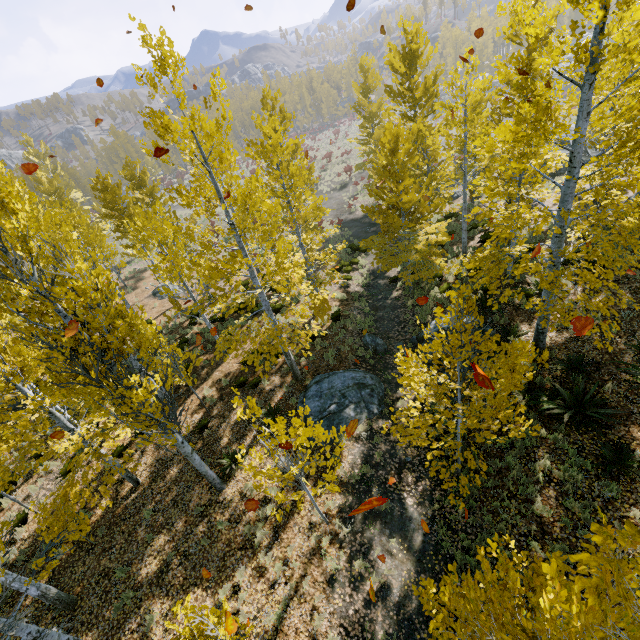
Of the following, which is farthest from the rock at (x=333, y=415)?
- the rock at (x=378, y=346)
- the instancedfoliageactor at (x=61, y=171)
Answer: the rock at (x=378, y=346)

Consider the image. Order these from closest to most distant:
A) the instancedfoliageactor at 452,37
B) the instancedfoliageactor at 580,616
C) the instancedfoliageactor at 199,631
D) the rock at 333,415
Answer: the instancedfoliageactor at 580,616 < the instancedfoliageactor at 199,631 < the rock at 333,415 < the instancedfoliageactor at 452,37

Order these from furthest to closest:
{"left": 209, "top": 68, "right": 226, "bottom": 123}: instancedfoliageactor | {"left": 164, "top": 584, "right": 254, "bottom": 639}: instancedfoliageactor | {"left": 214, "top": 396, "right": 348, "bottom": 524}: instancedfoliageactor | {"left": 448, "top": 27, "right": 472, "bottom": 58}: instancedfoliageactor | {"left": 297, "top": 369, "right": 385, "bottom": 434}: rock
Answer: {"left": 448, "top": 27, "right": 472, "bottom": 58}: instancedfoliageactor, {"left": 297, "top": 369, "right": 385, "bottom": 434}: rock, {"left": 209, "top": 68, "right": 226, "bottom": 123}: instancedfoliageactor, {"left": 214, "top": 396, "right": 348, "bottom": 524}: instancedfoliageactor, {"left": 164, "top": 584, "right": 254, "bottom": 639}: instancedfoliageactor

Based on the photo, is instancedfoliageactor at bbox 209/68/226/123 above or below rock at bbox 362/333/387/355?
above

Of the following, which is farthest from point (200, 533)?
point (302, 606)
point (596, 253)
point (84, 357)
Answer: point (596, 253)

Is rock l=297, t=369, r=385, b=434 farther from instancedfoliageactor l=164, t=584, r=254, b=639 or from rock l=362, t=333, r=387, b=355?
rock l=362, t=333, r=387, b=355

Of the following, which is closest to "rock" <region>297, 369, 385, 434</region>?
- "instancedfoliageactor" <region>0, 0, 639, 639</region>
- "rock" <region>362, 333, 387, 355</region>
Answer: "instancedfoliageactor" <region>0, 0, 639, 639</region>
